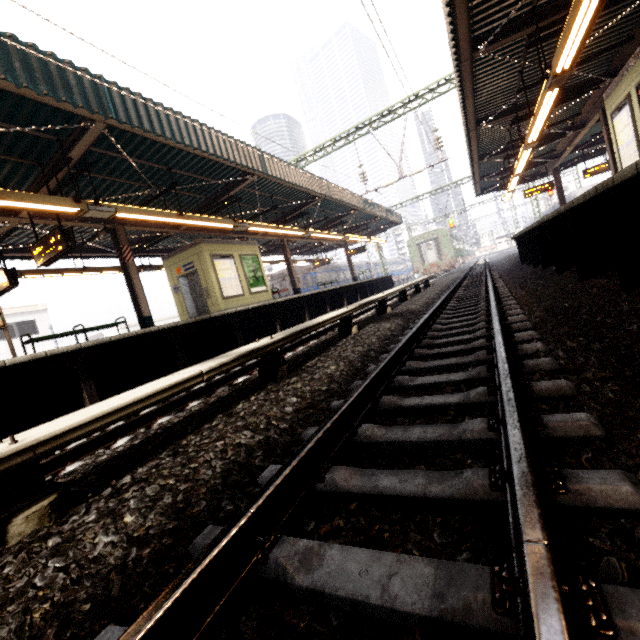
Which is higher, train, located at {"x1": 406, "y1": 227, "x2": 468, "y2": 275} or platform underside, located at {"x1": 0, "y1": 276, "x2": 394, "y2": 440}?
train, located at {"x1": 406, "y1": 227, "x2": 468, "y2": 275}

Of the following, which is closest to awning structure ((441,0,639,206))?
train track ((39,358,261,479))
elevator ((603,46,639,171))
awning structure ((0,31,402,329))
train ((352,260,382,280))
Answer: elevator ((603,46,639,171))

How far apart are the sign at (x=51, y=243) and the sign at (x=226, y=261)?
5.1 meters

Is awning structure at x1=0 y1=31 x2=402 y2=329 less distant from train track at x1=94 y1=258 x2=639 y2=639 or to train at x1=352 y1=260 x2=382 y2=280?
train at x1=352 y1=260 x2=382 y2=280

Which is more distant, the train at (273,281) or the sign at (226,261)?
the train at (273,281)

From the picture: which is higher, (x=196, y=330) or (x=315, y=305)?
(x=196, y=330)

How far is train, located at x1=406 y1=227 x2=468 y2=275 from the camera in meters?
31.3

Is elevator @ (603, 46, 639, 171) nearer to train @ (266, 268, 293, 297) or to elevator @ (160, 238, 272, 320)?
Result: elevator @ (160, 238, 272, 320)
